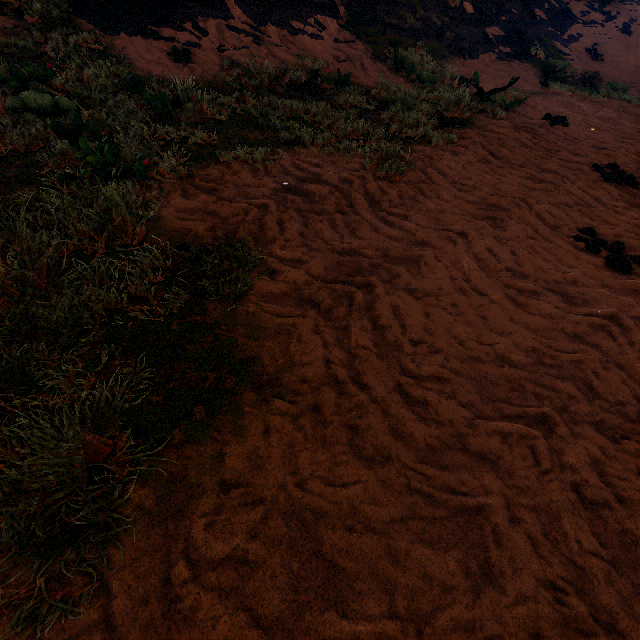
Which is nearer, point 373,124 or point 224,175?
point 224,175
